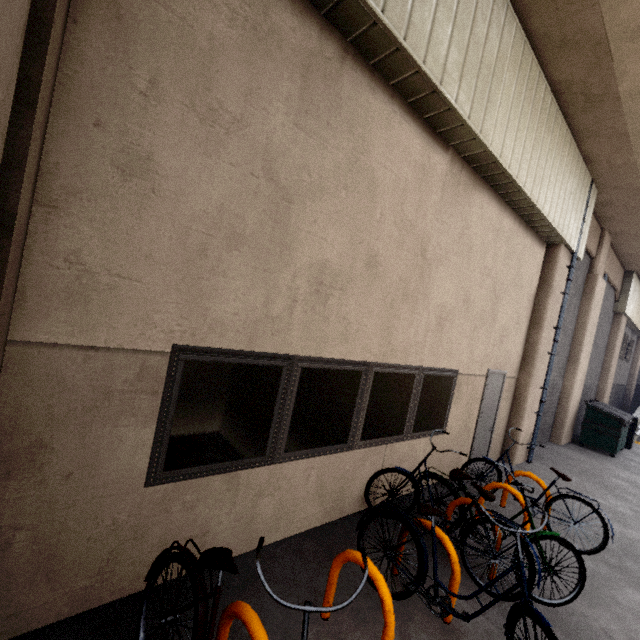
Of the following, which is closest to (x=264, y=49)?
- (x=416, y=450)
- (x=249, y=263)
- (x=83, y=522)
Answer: (x=249, y=263)

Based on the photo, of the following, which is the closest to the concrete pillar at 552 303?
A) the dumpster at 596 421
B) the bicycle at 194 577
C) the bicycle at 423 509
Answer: the dumpster at 596 421

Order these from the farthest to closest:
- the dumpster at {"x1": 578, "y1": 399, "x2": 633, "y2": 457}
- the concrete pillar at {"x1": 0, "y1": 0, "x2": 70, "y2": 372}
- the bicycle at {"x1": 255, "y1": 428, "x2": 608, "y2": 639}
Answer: the dumpster at {"x1": 578, "y1": 399, "x2": 633, "y2": 457}, the bicycle at {"x1": 255, "y1": 428, "x2": 608, "y2": 639}, the concrete pillar at {"x1": 0, "y1": 0, "x2": 70, "y2": 372}

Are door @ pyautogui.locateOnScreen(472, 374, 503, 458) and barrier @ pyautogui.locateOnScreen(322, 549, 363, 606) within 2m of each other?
no

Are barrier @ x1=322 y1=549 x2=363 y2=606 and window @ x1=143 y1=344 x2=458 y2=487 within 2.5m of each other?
yes

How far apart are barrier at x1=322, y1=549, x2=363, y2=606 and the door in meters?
4.7

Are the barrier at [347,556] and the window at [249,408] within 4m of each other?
yes

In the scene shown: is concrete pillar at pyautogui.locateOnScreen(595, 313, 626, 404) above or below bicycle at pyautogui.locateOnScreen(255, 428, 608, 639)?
above
